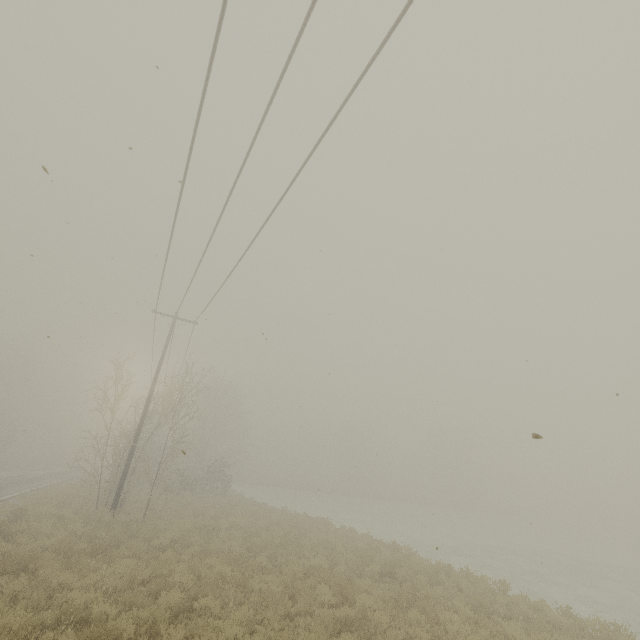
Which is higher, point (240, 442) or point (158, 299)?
point (158, 299)
